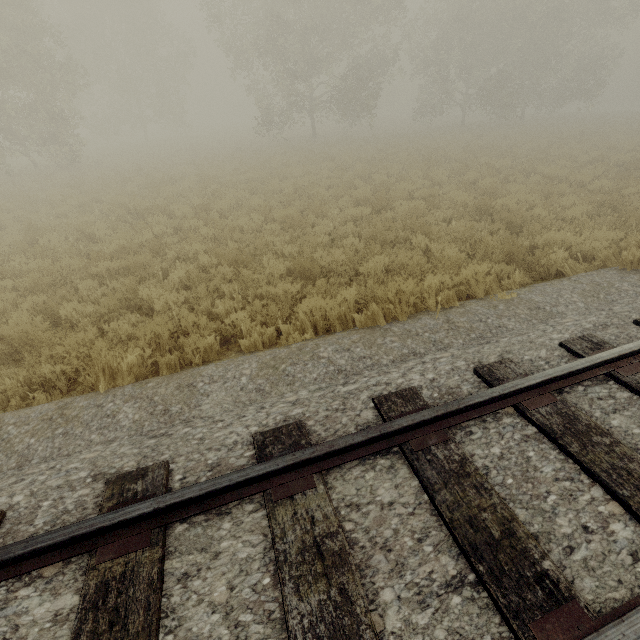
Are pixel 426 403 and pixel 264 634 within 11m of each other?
yes
